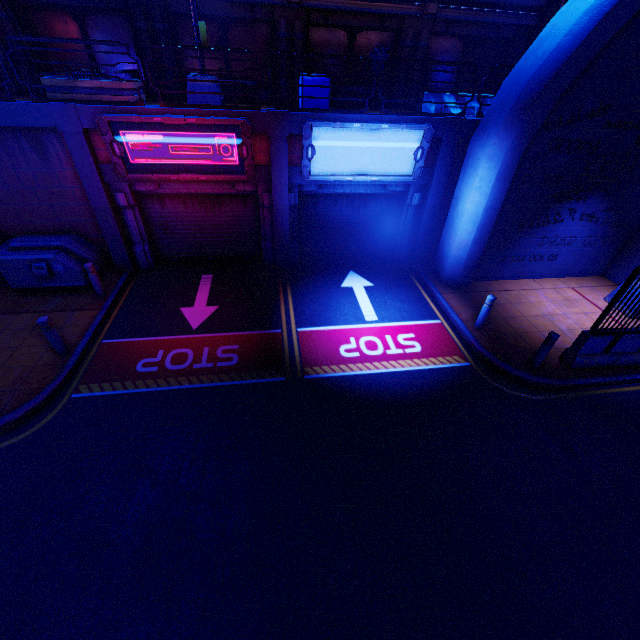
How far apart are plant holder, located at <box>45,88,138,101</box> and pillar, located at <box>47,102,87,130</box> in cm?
1

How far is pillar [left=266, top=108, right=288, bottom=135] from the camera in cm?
864

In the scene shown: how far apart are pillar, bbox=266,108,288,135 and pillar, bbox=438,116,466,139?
4.59m

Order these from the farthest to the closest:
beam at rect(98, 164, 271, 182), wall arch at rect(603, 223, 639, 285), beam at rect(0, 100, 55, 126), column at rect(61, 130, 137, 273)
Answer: wall arch at rect(603, 223, 639, 285), beam at rect(98, 164, 271, 182), column at rect(61, 130, 137, 273), beam at rect(0, 100, 55, 126)

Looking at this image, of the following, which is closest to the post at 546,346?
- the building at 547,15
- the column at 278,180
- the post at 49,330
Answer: the column at 278,180

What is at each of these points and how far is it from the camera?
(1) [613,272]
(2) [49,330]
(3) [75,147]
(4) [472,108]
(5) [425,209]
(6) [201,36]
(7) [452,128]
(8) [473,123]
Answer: (1) wall arch, 11.61m
(2) post, 7.19m
(3) column, 8.50m
(4) fence, 10.12m
(5) column, 11.03m
(6) street light, 8.31m
(7) pillar, 9.50m
(8) beam, 9.53m

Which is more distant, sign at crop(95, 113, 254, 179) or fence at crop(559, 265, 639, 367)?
sign at crop(95, 113, 254, 179)

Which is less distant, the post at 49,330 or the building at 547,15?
the post at 49,330
